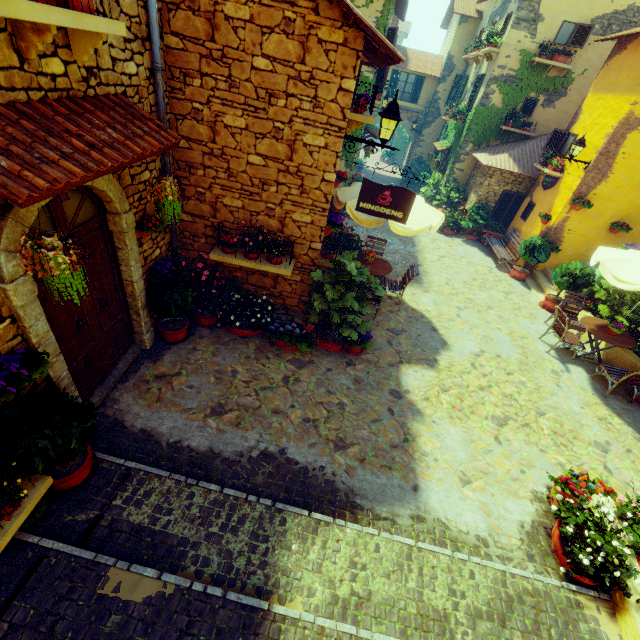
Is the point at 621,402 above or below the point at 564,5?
below

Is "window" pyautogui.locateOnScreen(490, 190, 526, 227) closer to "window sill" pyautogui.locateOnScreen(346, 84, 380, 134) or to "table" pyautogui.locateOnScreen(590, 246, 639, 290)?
"table" pyautogui.locateOnScreen(590, 246, 639, 290)

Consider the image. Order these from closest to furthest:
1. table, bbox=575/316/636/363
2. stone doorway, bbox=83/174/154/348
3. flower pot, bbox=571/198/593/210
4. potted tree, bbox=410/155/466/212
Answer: stone doorway, bbox=83/174/154/348 → table, bbox=575/316/636/363 → flower pot, bbox=571/198/593/210 → potted tree, bbox=410/155/466/212

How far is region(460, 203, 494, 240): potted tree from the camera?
13.9m

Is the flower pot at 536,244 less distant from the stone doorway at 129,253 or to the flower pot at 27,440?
the stone doorway at 129,253

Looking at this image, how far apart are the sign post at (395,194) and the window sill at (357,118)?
1.3 meters

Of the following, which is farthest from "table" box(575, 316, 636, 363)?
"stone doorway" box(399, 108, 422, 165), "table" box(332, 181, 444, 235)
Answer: "stone doorway" box(399, 108, 422, 165)

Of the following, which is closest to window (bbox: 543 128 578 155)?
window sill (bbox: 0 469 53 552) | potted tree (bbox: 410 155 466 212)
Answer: potted tree (bbox: 410 155 466 212)
